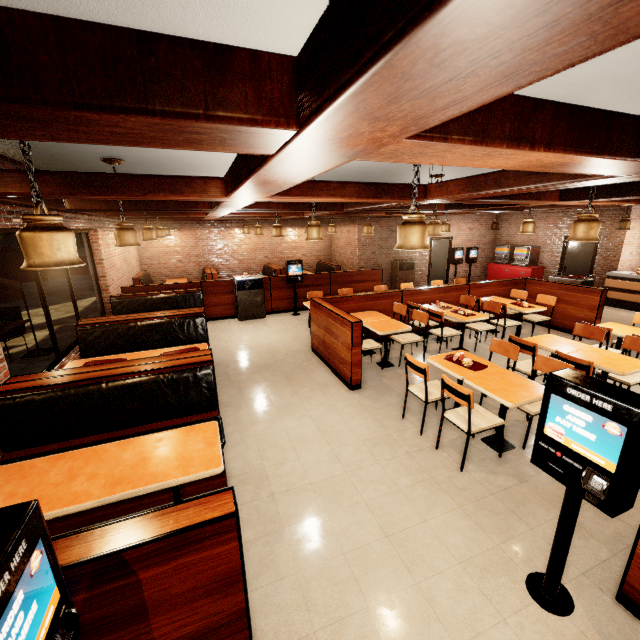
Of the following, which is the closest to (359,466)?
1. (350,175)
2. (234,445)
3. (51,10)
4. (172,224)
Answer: (234,445)
